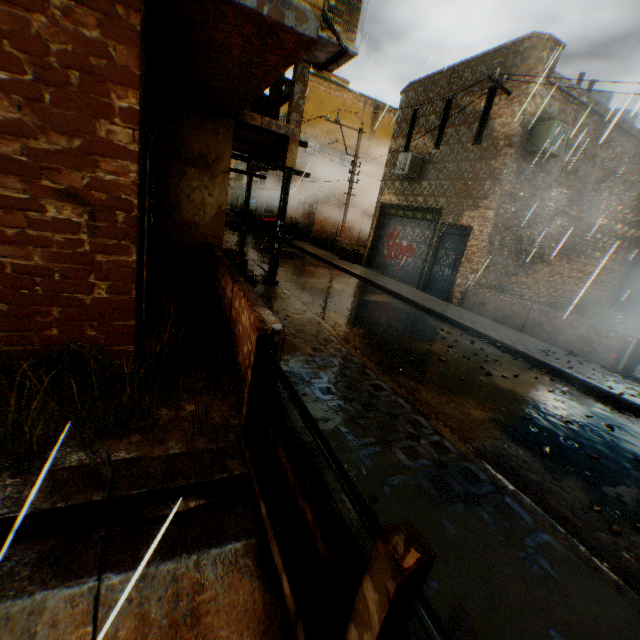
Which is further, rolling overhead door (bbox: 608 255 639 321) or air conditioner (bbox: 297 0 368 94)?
rolling overhead door (bbox: 608 255 639 321)

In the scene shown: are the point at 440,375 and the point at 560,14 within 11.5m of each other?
yes

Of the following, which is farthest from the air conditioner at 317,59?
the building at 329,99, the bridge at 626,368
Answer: the bridge at 626,368

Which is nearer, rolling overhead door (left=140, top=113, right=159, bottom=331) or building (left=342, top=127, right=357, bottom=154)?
rolling overhead door (left=140, top=113, right=159, bottom=331)

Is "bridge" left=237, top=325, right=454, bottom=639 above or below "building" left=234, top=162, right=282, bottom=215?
below

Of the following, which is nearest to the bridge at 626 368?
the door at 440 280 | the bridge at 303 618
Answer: the door at 440 280

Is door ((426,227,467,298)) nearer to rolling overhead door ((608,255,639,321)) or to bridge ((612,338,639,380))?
rolling overhead door ((608,255,639,321))

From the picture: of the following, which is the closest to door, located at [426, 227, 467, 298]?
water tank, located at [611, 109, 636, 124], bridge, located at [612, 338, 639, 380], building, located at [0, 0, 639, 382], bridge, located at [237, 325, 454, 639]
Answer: building, located at [0, 0, 639, 382]
